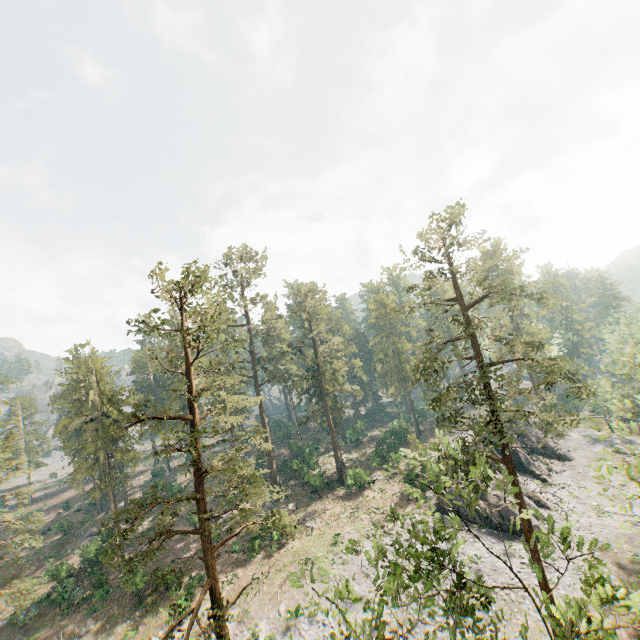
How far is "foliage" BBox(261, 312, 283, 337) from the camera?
49.0m

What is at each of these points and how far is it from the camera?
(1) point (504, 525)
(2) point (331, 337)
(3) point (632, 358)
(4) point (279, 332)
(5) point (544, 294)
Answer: (1) rock, 32.0m
(2) foliage, 53.2m
(3) foliage, 31.5m
(4) foliage, 56.5m
(5) foliage, 20.3m

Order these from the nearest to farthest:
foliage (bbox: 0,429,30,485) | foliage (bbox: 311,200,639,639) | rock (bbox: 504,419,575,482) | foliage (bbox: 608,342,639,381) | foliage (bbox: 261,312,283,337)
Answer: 1. foliage (bbox: 311,200,639,639)
2. foliage (bbox: 0,429,30,485)
3. foliage (bbox: 608,342,639,381)
4. rock (bbox: 504,419,575,482)
5. foliage (bbox: 261,312,283,337)

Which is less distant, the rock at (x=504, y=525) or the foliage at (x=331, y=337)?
the foliage at (x=331, y=337)

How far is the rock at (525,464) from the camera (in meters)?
40.53

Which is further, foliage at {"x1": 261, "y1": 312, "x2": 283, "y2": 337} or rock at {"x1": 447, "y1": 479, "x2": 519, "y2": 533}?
foliage at {"x1": 261, "y1": 312, "x2": 283, "y2": 337}

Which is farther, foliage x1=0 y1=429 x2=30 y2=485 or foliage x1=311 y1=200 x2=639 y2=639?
foliage x1=0 y1=429 x2=30 y2=485
